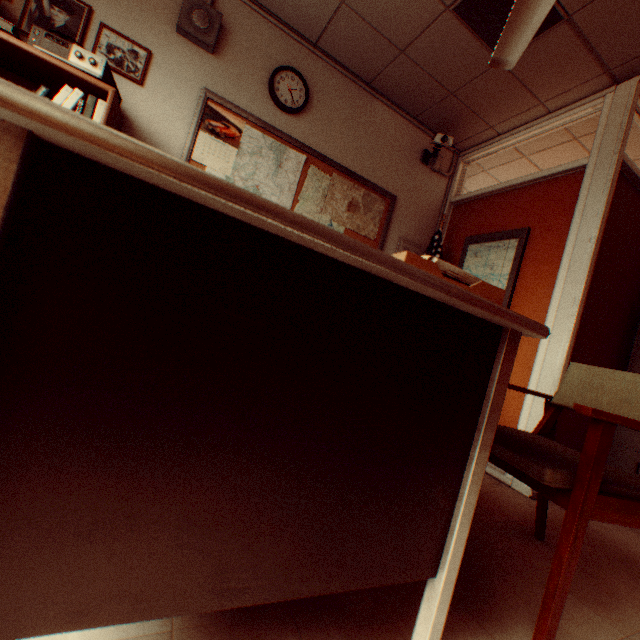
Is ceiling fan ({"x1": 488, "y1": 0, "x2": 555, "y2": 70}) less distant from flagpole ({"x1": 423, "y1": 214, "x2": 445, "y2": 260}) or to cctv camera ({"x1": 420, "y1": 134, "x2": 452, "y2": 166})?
cctv camera ({"x1": 420, "y1": 134, "x2": 452, "y2": 166})

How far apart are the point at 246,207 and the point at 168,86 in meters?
3.1 m

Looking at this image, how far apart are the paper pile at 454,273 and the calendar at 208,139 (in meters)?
2.40

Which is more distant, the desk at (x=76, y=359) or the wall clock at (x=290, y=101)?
the wall clock at (x=290, y=101)

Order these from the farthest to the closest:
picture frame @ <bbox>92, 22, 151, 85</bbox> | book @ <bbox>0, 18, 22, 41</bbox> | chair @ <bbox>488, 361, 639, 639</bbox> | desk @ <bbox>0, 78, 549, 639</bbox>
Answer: picture frame @ <bbox>92, 22, 151, 85</bbox>, book @ <bbox>0, 18, 22, 41</bbox>, chair @ <bbox>488, 361, 639, 639</bbox>, desk @ <bbox>0, 78, 549, 639</bbox>

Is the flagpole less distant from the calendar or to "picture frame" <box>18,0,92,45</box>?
the calendar

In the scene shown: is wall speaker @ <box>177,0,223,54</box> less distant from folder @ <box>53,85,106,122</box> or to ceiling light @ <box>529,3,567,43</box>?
folder @ <box>53,85,106,122</box>

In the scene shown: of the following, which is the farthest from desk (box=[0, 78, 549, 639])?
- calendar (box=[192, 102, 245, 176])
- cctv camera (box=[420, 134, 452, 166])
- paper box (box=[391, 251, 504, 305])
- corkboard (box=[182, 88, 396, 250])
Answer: cctv camera (box=[420, 134, 452, 166])
